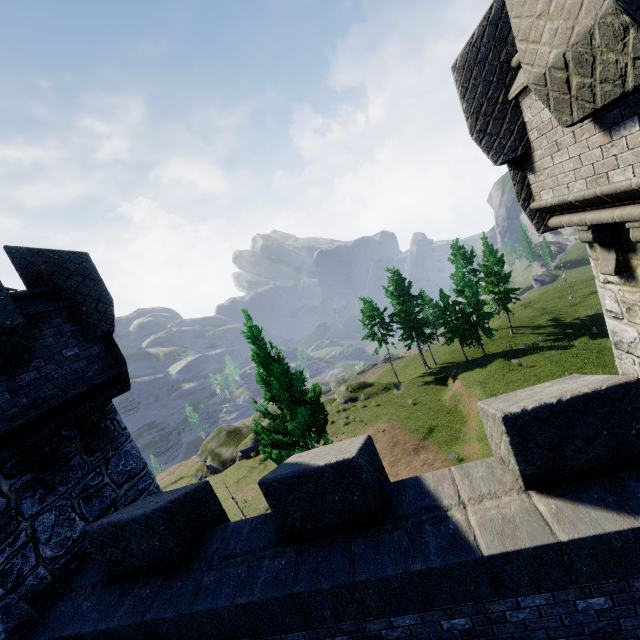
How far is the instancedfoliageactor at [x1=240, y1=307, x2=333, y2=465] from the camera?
10.29m

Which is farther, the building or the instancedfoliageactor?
the instancedfoliageactor

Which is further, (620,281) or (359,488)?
(620,281)

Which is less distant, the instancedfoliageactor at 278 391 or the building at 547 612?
the building at 547 612

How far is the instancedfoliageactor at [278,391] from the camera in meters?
10.3 m
